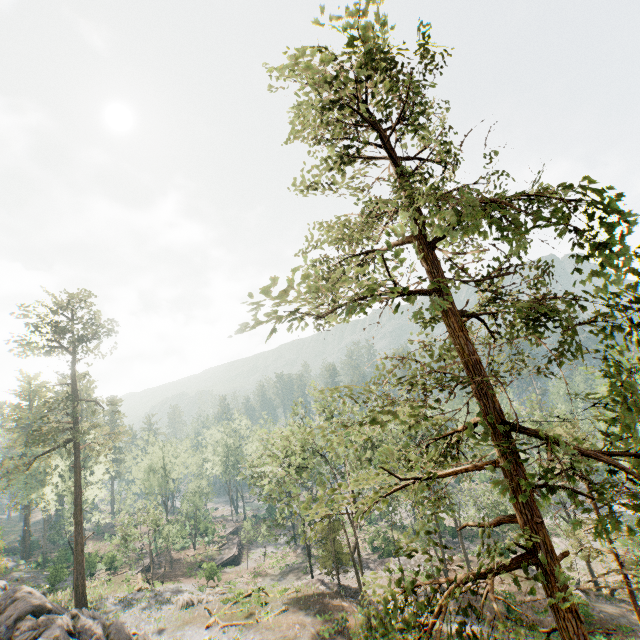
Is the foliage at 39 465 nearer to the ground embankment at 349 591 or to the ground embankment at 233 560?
the ground embankment at 349 591

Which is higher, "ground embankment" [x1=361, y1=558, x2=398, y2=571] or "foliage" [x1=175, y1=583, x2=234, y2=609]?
"foliage" [x1=175, y1=583, x2=234, y2=609]

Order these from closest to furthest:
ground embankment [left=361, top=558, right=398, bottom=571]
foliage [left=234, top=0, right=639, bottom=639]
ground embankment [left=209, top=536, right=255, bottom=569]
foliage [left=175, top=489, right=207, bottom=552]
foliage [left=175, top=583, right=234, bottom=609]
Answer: foliage [left=234, top=0, right=639, bottom=639] → foliage [left=175, top=583, right=234, bottom=609] → ground embankment [left=361, top=558, right=398, bottom=571] → ground embankment [left=209, top=536, right=255, bottom=569] → foliage [left=175, top=489, right=207, bottom=552]

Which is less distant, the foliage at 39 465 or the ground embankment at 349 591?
the ground embankment at 349 591

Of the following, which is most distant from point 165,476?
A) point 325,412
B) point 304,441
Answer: point 325,412

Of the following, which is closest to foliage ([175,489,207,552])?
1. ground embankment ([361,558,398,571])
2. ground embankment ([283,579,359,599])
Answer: ground embankment ([283,579,359,599])

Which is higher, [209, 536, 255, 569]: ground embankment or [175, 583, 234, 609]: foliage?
Result: [175, 583, 234, 609]: foliage

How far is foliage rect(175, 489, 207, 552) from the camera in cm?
5423
